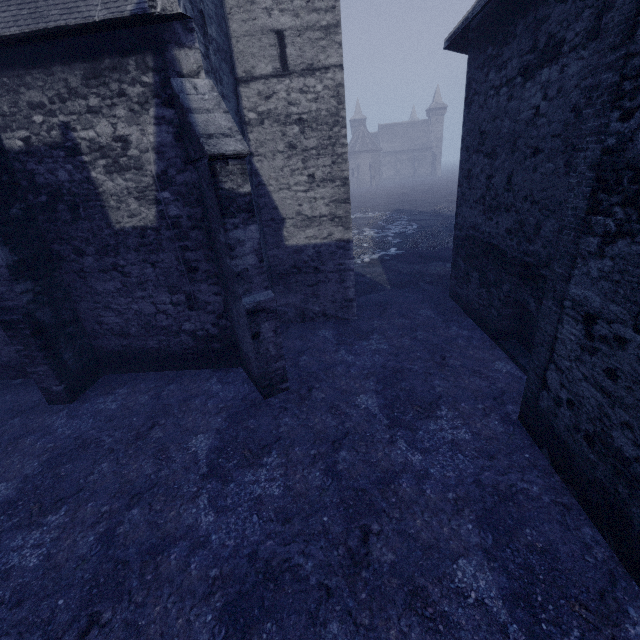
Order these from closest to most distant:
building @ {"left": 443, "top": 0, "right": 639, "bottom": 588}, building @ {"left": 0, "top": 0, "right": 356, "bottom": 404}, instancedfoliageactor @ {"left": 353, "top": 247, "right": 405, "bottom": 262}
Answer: building @ {"left": 443, "top": 0, "right": 639, "bottom": 588}, building @ {"left": 0, "top": 0, "right": 356, "bottom": 404}, instancedfoliageactor @ {"left": 353, "top": 247, "right": 405, "bottom": 262}

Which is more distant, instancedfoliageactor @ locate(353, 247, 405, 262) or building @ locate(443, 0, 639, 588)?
instancedfoliageactor @ locate(353, 247, 405, 262)

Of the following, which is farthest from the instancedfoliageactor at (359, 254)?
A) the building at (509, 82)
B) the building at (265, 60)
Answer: the building at (265, 60)

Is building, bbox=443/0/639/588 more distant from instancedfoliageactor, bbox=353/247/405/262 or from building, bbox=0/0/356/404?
building, bbox=0/0/356/404

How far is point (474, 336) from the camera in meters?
8.6

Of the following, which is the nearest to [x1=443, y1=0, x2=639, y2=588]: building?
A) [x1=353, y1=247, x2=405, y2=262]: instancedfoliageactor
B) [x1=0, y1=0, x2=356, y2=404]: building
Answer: [x1=353, y1=247, x2=405, y2=262]: instancedfoliageactor

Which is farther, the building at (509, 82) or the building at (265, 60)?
the building at (265, 60)
